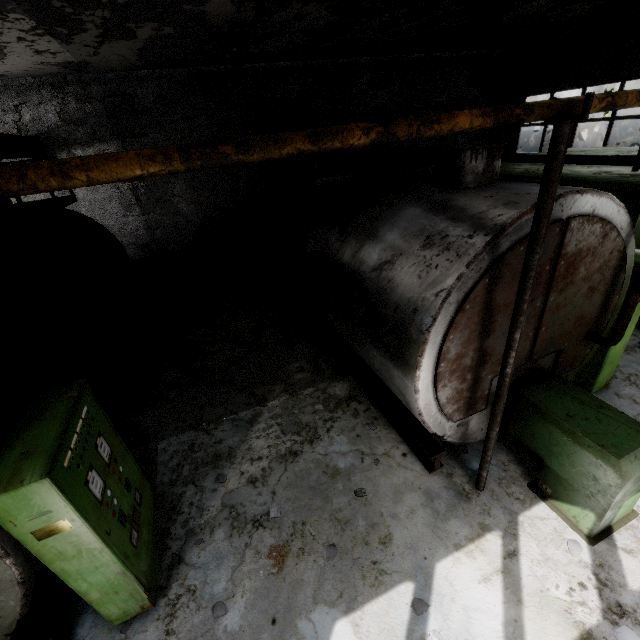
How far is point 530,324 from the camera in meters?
4.0

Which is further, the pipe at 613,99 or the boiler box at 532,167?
the boiler box at 532,167

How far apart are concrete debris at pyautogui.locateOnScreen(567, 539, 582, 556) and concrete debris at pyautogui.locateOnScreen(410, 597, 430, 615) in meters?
1.9 m

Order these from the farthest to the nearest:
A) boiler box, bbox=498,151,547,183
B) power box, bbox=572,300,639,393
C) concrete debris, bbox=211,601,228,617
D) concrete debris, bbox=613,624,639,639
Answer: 1. boiler box, bbox=498,151,547,183
2. power box, bbox=572,300,639,393
3. concrete debris, bbox=211,601,228,617
4. concrete debris, bbox=613,624,639,639

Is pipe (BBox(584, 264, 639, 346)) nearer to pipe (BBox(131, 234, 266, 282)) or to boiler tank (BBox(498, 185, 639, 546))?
pipe (BBox(131, 234, 266, 282))

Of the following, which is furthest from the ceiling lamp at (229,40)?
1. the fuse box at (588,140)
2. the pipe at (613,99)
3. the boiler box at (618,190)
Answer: the fuse box at (588,140)

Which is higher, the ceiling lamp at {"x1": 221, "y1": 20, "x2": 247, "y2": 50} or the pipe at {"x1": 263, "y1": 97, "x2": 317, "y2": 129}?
the ceiling lamp at {"x1": 221, "y1": 20, "x2": 247, "y2": 50}

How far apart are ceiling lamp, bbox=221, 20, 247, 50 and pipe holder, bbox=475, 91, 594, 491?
7.5m
